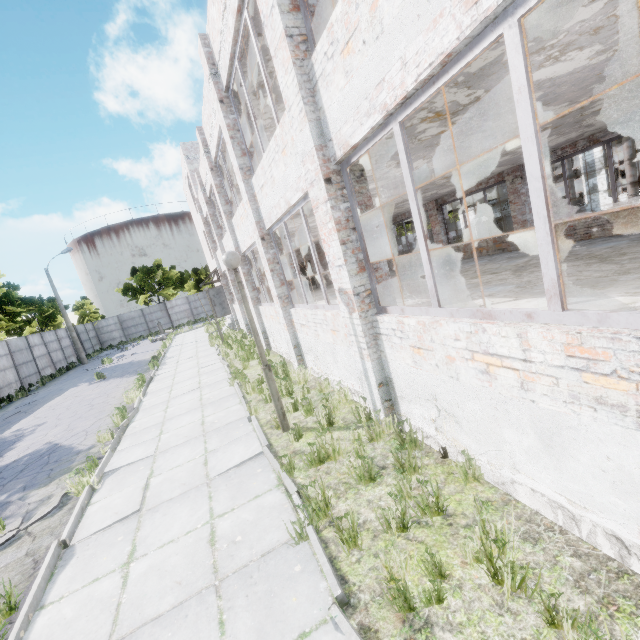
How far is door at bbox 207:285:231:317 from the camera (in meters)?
22.39

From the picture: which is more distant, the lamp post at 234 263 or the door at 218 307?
the door at 218 307

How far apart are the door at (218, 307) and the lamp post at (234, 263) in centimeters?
1763cm

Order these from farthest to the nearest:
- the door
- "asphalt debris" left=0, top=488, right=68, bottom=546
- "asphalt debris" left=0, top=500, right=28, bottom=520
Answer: the door
"asphalt debris" left=0, top=500, right=28, bottom=520
"asphalt debris" left=0, top=488, right=68, bottom=546

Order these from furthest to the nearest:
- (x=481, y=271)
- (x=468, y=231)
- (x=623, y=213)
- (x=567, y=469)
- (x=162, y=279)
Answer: (x=162, y=279) → (x=468, y=231) → (x=481, y=271) → (x=623, y=213) → (x=567, y=469)

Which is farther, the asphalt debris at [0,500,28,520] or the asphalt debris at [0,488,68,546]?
the asphalt debris at [0,500,28,520]

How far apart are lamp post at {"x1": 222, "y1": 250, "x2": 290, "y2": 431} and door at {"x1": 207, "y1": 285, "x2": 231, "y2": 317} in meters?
17.6 m

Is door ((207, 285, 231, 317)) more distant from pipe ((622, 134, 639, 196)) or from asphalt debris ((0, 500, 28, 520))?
pipe ((622, 134, 639, 196))
